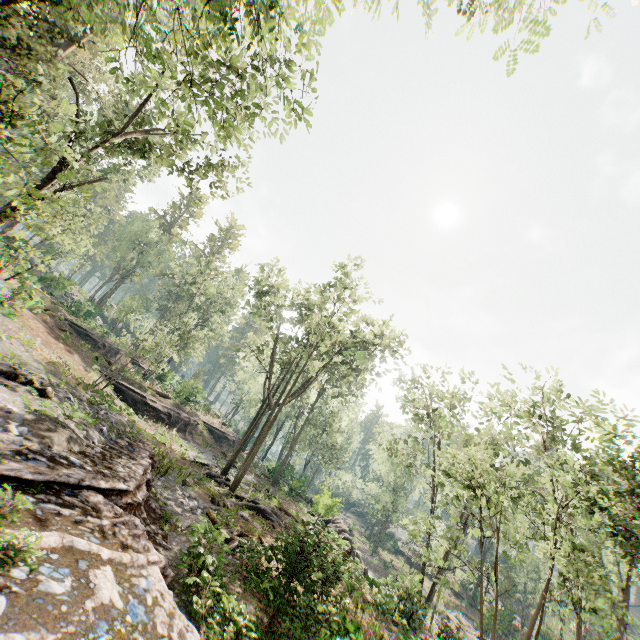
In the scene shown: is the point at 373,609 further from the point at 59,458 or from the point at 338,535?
the point at 59,458

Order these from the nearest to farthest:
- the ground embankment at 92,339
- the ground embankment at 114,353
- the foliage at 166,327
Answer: the foliage at 166,327
the ground embankment at 92,339
the ground embankment at 114,353

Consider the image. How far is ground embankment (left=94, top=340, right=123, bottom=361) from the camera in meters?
36.6 m

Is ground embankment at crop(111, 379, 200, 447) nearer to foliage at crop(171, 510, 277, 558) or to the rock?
the rock

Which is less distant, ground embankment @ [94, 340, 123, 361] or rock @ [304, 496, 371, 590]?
rock @ [304, 496, 371, 590]

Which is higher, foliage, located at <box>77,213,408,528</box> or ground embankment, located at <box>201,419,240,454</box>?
foliage, located at <box>77,213,408,528</box>

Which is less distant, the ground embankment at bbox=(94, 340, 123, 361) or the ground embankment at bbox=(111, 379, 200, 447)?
the ground embankment at bbox=(111, 379, 200, 447)

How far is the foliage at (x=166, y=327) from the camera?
22.5 meters
